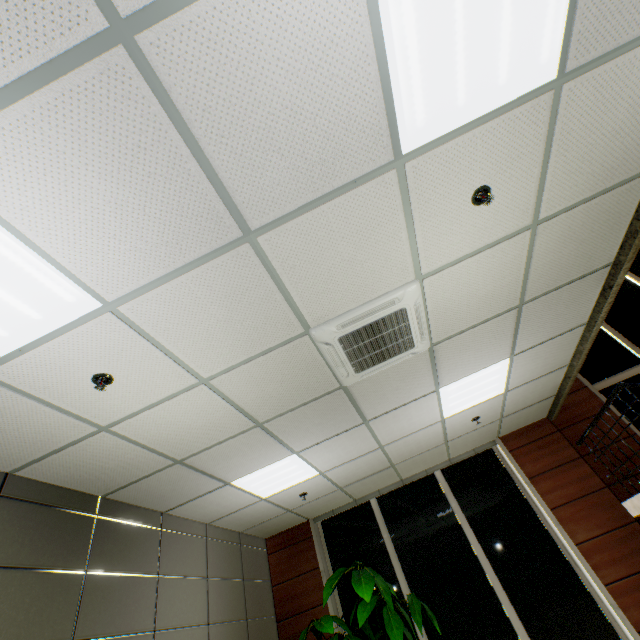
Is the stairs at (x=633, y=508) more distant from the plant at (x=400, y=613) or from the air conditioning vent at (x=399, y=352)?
the plant at (x=400, y=613)

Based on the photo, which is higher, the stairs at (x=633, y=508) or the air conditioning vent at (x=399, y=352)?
the air conditioning vent at (x=399, y=352)

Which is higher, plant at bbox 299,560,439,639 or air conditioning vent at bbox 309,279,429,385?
air conditioning vent at bbox 309,279,429,385

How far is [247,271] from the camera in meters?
2.1

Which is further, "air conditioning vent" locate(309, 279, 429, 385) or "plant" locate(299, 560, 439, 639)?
"plant" locate(299, 560, 439, 639)

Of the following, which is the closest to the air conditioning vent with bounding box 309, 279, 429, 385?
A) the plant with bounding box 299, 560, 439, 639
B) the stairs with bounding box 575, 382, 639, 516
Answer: the stairs with bounding box 575, 382, 639, 516

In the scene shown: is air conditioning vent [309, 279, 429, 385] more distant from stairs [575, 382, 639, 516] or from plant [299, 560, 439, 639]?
plant [299, 560, 439, 639]
